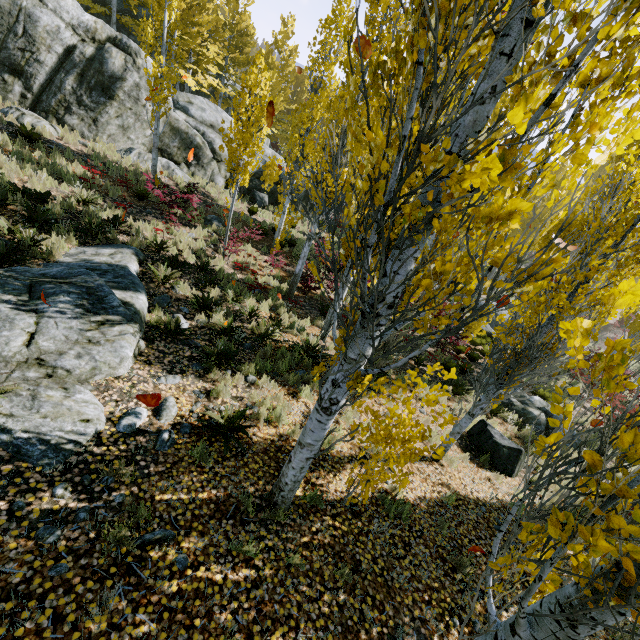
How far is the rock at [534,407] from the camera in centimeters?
1070cm

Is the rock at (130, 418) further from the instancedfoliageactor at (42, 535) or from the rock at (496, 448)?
the rock at (496, 448)

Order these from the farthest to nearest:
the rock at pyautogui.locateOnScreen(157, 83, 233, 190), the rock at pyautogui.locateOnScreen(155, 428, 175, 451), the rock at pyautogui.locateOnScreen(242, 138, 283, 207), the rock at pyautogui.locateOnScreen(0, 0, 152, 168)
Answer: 1. the rock at pyautogui.locateOnScreen(242, 138, 283, 207)
2. the rock at pyautogui.locateOnScreen(157, 83, 233, 190)
3. the rock at pyautogui.locateOnScreen(0, 0, 152, 168)
4. the rock at pyautogui.locateOnScreen(155, 428, 175, 451)

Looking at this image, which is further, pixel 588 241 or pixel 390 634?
pixel 588 241

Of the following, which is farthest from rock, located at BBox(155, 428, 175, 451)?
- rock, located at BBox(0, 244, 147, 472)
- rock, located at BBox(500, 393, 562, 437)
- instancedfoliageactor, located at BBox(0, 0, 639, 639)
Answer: rock, located at BBox(500, 393, 562, 437)

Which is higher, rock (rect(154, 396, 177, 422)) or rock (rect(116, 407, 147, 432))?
rock (rect(116, 407, 147, 432))

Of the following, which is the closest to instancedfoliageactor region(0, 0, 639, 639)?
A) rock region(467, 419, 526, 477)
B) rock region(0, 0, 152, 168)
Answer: rock region(0, 0, 152, 168)
